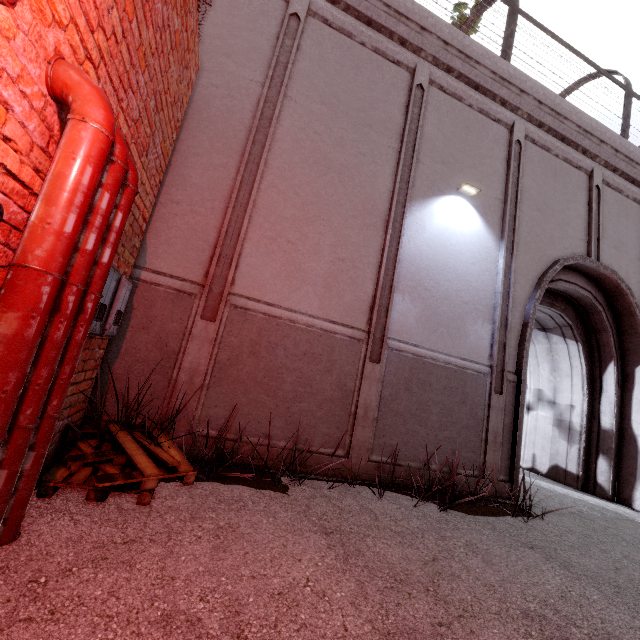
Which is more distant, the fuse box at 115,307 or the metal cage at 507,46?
the metal cage at 507,46

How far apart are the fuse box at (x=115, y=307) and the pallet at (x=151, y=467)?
1.0 meters

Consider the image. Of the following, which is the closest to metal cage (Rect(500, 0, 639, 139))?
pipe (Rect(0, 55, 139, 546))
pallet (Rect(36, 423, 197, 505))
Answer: pipe (Rect(0, 55, 139, 546))

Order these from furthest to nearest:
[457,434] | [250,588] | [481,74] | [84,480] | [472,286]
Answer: [481,74]
[472,286]
[457,434]
[84,480]
[250,588]

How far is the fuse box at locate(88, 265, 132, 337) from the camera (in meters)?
2.57

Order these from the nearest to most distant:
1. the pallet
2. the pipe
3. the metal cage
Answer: A: the pipe, the pallet, the metal cage

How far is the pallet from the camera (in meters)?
2.48

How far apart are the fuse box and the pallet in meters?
1.0
